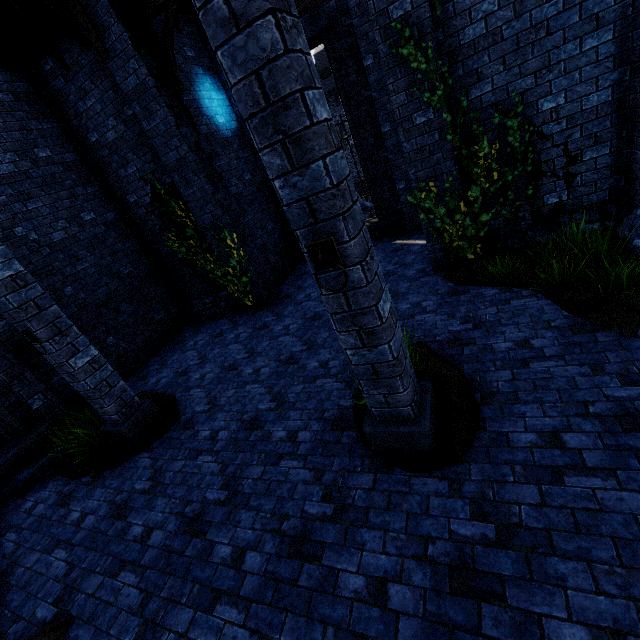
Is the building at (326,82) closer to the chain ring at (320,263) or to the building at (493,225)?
the building at (493,225)

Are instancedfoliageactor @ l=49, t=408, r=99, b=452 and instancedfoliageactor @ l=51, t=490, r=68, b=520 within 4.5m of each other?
yes

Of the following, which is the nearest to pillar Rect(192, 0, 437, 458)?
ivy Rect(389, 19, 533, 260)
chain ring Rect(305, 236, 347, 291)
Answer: chain ring Rect(305, 236, 347, 291)

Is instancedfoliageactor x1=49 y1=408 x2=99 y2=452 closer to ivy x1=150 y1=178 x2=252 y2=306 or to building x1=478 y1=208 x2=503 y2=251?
building x1=478 y1=208 x2=503 y2=251

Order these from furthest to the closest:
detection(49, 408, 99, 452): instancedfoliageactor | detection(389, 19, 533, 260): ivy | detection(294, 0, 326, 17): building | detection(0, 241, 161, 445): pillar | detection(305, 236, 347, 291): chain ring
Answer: detection(294, 0, 326, 17): building < detection(49, 408, 99, 452): instancedfoliageactor < detection(389, 19, 533, 260): ivy < detection(0, 241, 161, 445): pillar < detection(305, 236, 347, 291): chain ring

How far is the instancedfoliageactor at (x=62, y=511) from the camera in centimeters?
489cm

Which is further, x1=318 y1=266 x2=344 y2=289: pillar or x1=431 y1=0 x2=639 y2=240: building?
x1=431 y1=0 x2=639 y2=240: building

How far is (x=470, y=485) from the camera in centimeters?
303cm
